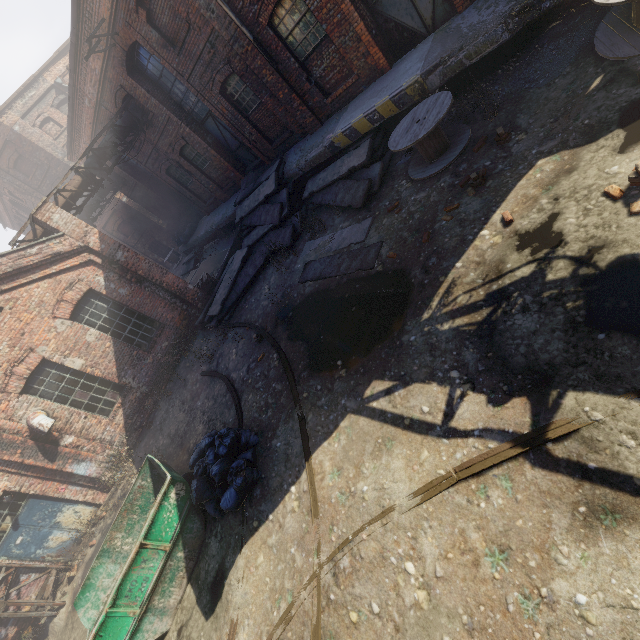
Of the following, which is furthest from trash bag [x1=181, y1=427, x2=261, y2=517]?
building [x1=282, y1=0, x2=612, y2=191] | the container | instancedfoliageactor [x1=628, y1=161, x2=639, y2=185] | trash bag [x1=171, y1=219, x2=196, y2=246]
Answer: trash bag [x1=171, y1=219, x2=196, y2=246]

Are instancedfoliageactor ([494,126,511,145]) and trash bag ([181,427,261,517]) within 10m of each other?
yes

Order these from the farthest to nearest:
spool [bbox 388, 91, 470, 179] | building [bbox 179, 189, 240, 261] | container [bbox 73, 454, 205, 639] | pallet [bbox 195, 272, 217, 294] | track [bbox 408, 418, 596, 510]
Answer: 1. building [bbox 179, 189, 240, 261]
2. pallet [bbox 195, 272, 217, 294]
3. spool [bbox 388, 91, 470, 179]
4. container [bbox 73, 454, 205, 639]
5. track [bbox 408, 418, 596, 510]

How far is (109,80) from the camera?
12.8m

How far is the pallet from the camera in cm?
1438

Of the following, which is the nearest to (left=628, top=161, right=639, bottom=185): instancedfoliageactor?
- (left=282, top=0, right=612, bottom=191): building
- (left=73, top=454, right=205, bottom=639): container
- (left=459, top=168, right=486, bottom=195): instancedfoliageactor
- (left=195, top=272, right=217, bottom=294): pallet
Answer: (left=459, top=168, right=486, bottom=195): instancedfoliageactor

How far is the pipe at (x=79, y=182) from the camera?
12.3 meters

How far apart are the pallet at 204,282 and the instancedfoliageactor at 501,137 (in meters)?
11.75
